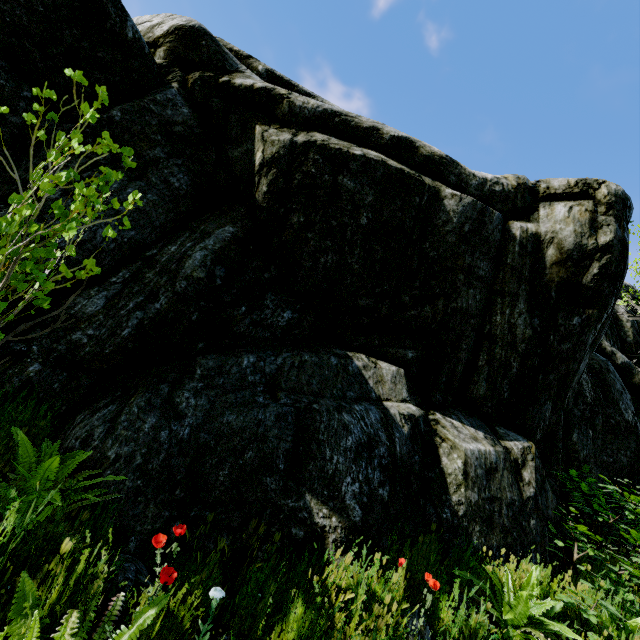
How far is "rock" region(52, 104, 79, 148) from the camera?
4.2m

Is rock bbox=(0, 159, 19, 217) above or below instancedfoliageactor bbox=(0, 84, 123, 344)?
above

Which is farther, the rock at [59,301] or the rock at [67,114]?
the rock at [67,114]

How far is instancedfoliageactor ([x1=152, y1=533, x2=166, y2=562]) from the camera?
1.89m

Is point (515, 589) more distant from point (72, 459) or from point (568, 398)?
point (568, 398)

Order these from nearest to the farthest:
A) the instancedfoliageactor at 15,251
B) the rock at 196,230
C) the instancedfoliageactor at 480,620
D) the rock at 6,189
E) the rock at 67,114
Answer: the instancedfoliageactor at 15,251 → the instancedfoliageactor at 480,620 → the rock at 196,230 → the rock at 6,189 → the rock at 67,114

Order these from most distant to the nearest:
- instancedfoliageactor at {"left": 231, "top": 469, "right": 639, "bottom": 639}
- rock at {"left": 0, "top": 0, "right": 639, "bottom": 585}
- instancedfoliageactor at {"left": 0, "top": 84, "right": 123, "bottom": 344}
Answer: rock at {"left": 0, "top": 0, "right": 639, "bottom": 585} → instancedfoliageactor at {"left": 231, "top": 469, "right": 639, "bottom": 639} → instancedfoliageactor at {"left": 0, "top": 84, "right": 123, "bottom": 344}
